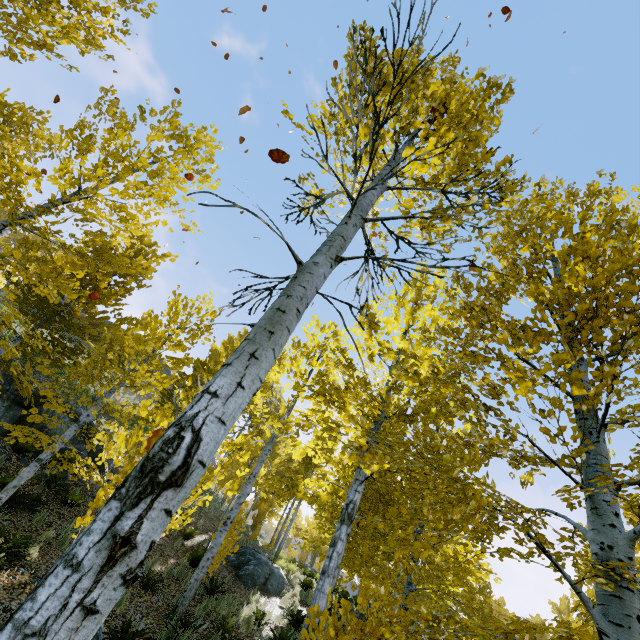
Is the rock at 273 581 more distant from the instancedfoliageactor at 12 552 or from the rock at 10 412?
the rock at 10 412

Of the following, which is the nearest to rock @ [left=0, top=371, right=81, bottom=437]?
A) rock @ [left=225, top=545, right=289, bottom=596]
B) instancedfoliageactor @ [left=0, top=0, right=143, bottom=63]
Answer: instancedfoliageactor @ [left=0, top=0, right=143, bottom=63]

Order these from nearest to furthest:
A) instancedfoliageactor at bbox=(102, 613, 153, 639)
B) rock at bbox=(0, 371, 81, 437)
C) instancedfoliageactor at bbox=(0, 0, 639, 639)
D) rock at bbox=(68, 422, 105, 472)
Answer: instancedfoliageactor at bbox=(0, 0, 639, 639), instancedfoliageactor at bbox=(102, 613, 153, 639), rock at bbox=(0, 371, 81, 437), rock at bbox=(68, 422, 105, 472)

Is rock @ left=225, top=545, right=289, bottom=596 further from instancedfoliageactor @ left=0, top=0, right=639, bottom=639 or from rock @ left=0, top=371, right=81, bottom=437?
rock @ left=0, top=371, right=81, bottom=437

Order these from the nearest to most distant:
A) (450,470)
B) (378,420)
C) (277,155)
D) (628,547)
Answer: (450,470)
(628,547)
(277,155)
(378,420)

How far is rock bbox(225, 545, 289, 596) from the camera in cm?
1184

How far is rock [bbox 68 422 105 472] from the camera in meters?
12.6 m
